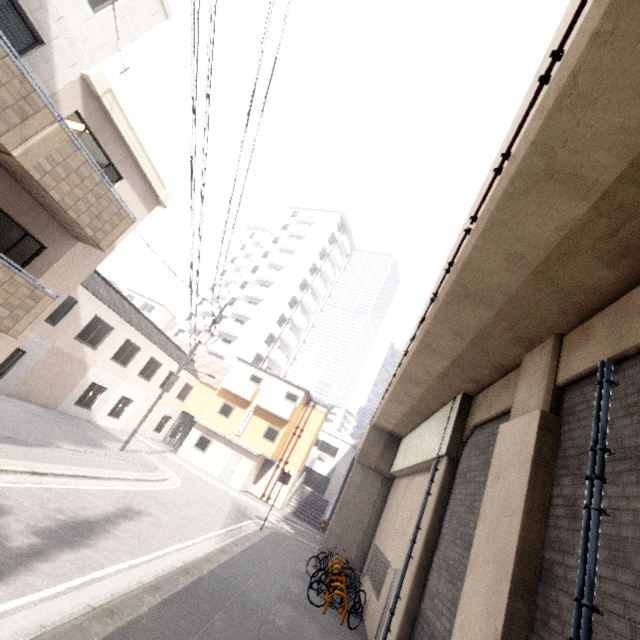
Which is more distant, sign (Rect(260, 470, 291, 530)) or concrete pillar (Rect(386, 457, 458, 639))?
sign (Rect(260, 470, 291, 530))

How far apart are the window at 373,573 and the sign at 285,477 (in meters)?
5.02

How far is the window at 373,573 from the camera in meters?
10.9 m

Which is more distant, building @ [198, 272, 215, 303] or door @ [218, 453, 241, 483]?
building @ [198, 272, 215, 303]

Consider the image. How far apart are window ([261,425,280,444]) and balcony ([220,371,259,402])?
2.26m

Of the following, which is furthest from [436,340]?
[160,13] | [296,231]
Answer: [296,231]

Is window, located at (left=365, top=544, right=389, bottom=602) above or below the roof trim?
below

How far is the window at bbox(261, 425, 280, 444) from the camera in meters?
25.8
